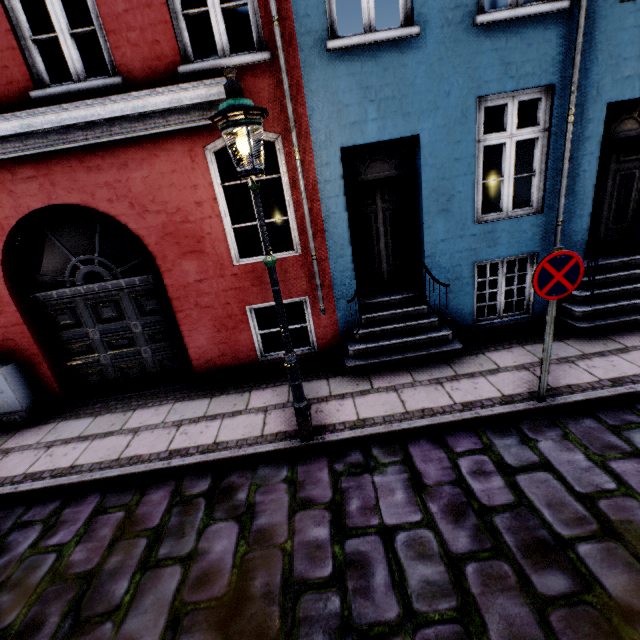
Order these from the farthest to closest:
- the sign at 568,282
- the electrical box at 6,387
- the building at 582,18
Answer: the electrical box at 6,387 < the building at 582,18 < the sign at 568,282

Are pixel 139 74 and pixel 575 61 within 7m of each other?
yes

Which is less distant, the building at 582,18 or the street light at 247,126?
the street light at 247,126

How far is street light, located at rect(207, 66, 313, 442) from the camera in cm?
271

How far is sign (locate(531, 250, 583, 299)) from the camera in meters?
3.4 m

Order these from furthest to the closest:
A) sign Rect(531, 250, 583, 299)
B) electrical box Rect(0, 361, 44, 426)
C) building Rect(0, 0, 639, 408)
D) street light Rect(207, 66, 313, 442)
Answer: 1. electrical box Rect(0, 361, 44, 426)
2. building Rect(0, 0, 639, 408)
3. sign Rect(531, 250, 583, 299)
4. street light Rect(207, 66, 313, 442)

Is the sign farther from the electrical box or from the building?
the electrical box

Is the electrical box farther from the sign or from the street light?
the sign
